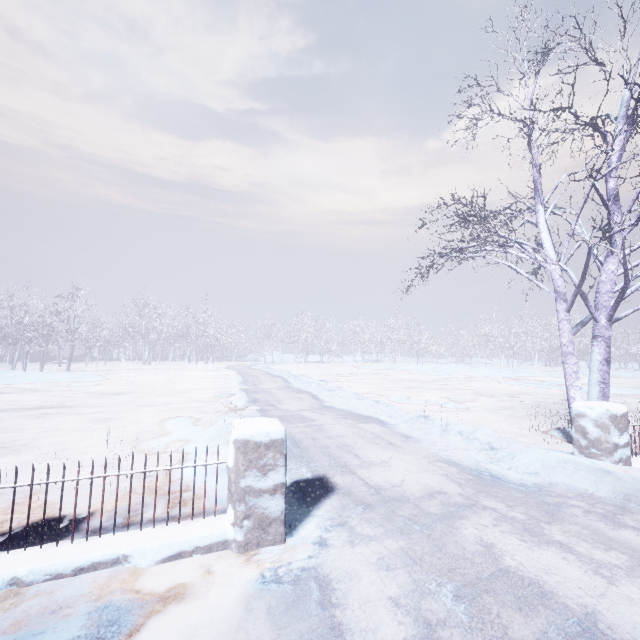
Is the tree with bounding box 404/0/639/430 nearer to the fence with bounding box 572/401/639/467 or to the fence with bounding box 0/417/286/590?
the fence with bounding box 572/401/639/467

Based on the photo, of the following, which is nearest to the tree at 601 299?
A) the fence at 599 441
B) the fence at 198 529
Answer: the fence at 599 441

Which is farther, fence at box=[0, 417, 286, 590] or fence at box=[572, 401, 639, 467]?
fence at box=[572, 401, 639, 467]

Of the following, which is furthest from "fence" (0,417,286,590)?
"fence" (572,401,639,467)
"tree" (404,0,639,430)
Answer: "fence" (572,401,639,467)

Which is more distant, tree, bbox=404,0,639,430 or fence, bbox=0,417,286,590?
tree, bbox=404,0,639,430

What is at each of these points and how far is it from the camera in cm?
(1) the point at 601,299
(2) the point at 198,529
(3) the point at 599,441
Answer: (1) tree, 515
(2) fence, 255
(3) fence, 407

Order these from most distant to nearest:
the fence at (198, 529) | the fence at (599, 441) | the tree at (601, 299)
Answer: the tree at (601, 299) → the fence at (599, 441) → the fence at (198, 529)
